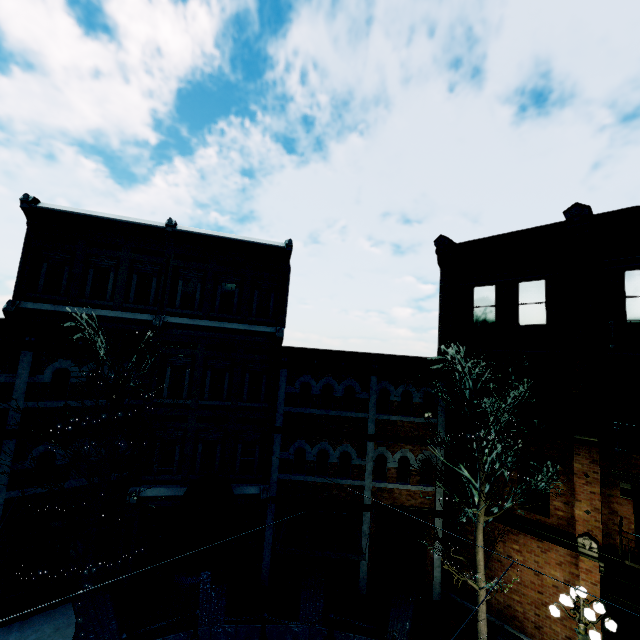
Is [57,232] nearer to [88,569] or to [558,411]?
[88,569]

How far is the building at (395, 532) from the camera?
13.1m

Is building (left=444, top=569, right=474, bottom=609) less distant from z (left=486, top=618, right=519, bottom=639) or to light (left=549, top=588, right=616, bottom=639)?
z (left=486, top=618, right=519, bottom=639)

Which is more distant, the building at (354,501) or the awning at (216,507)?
the building at (354,501)

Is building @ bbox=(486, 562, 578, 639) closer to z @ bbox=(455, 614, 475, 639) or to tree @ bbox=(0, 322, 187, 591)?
z @ bbox=(455, 614, 475, 639)

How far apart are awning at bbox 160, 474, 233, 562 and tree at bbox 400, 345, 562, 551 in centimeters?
698cm

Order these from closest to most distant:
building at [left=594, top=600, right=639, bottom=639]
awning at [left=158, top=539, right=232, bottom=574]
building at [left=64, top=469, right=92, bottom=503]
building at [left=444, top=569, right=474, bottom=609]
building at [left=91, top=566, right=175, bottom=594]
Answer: awning at [left=158, top=539, right=232, bottom=574] < building at [left=594, top=600, right=639, bottom=639] < building at [left=64, top=469, right=92, bottom=503] < building at [left=91, top=566, right=175, bottom=594] < building at [left=444, top=569, right=474, bottom=609]
